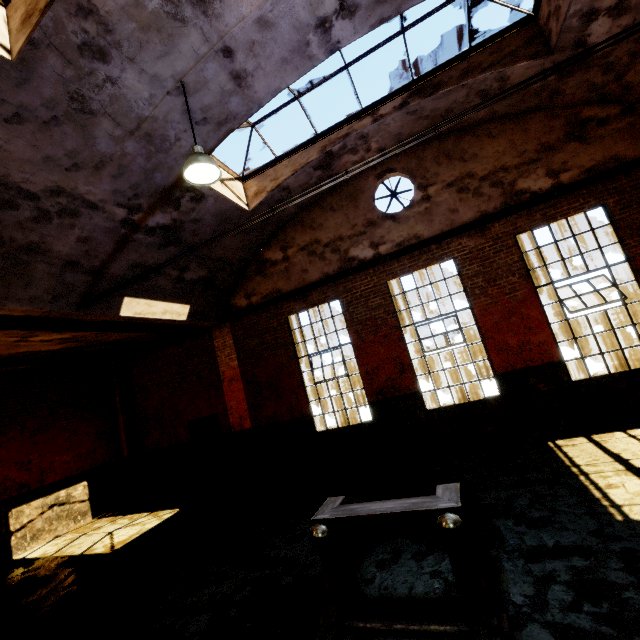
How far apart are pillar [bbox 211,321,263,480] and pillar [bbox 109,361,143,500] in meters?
4.4 m

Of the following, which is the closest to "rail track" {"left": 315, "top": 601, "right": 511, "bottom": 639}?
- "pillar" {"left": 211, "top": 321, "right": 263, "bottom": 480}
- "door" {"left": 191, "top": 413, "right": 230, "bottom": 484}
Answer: "pillar" {"left": 211, "top": 321, "right": 263, "bottom": 480}

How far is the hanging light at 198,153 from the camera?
4.6m

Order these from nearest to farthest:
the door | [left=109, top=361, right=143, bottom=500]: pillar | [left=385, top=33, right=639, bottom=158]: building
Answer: [left=385, top=33, right=639, bottom=158]: building < the door < [left=109, top=361, right=143, bottom=500]: pillar

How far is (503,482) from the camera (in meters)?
5.43

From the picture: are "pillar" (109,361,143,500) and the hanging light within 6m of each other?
no

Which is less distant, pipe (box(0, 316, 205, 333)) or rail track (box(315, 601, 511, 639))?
rail track (box(315, 601, 511, 639))

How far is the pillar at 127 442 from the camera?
11.4 meters
